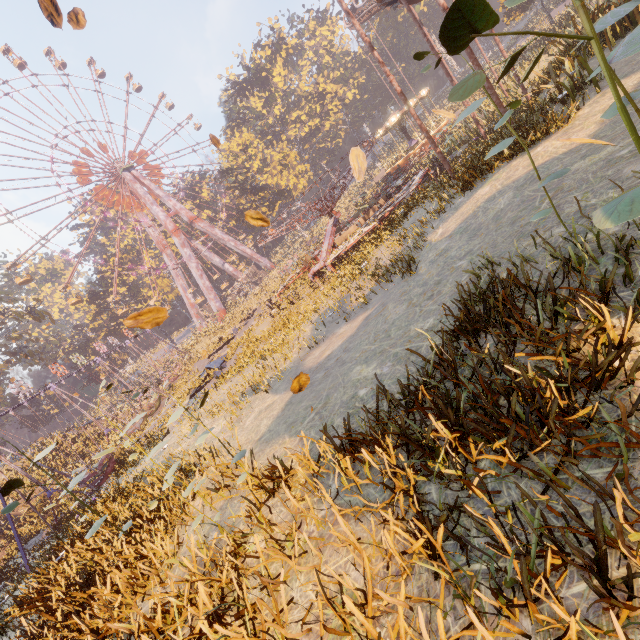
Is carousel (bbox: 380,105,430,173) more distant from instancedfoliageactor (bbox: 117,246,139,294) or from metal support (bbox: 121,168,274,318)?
instancedfoliageactor (bbox: 117,246,139,294)

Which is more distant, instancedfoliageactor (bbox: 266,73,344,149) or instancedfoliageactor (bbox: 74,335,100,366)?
instancedfoliageactor (bbox: 74,335,100,366)

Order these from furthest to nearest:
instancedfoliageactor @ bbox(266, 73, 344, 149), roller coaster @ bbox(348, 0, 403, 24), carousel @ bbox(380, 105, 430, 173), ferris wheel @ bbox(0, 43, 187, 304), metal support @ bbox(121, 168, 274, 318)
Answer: instancedfoliageactor @ bbox(266, 73, 344, 149), metal support @ bbox(121, 168, 274, 318), ferris wheel @ bbox(0, 43, 187, 304), carousel @ bbox(380, 105, 430, 173), roller coaster @ bbox(348, 0, 403, 24)

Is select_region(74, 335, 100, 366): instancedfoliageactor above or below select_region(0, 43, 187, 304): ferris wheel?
below

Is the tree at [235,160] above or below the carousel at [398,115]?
above

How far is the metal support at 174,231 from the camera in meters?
49.5 m

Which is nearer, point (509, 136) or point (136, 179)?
point (509, 136)
